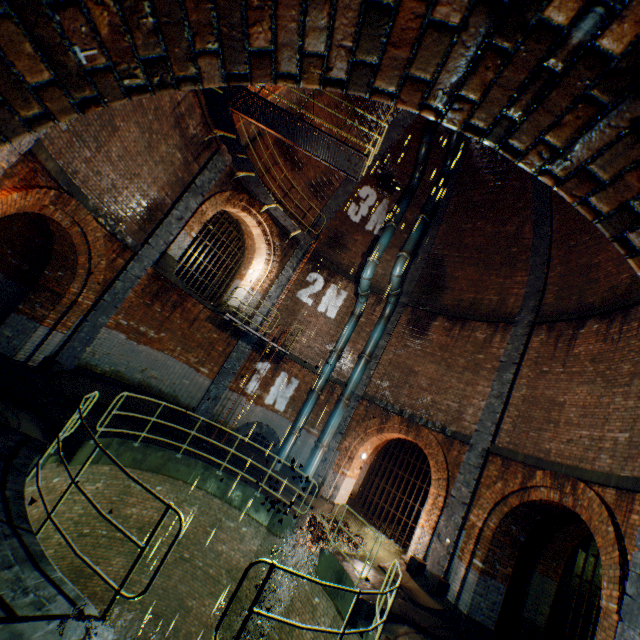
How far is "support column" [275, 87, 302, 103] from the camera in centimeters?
1246cm

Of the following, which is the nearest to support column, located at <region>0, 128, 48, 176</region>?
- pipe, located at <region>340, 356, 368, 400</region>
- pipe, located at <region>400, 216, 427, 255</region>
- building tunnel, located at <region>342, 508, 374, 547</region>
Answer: pipe, located at <region>400, 216, 427, 255</region>

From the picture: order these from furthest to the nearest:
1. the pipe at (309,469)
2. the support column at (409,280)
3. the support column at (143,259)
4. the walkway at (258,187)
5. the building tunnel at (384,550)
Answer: the support column at (409,280), the pipe at (309,469), the building tunnel at (384,550), the support column at (143,259), the walkway at (258,187)

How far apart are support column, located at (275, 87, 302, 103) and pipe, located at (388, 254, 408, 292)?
7.5m

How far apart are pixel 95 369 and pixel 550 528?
15.4m

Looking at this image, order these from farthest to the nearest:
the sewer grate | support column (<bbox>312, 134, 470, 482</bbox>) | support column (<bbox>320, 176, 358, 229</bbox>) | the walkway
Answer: support column (<bbox>320, 176, 358, 229</bbox>) < support column (<bbox>312, 134, 470, 482</bbox>) < the walkway < the sewer grate

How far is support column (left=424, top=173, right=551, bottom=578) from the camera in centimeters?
988cm

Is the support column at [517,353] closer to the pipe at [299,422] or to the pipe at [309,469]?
the pipe at [309,469]
